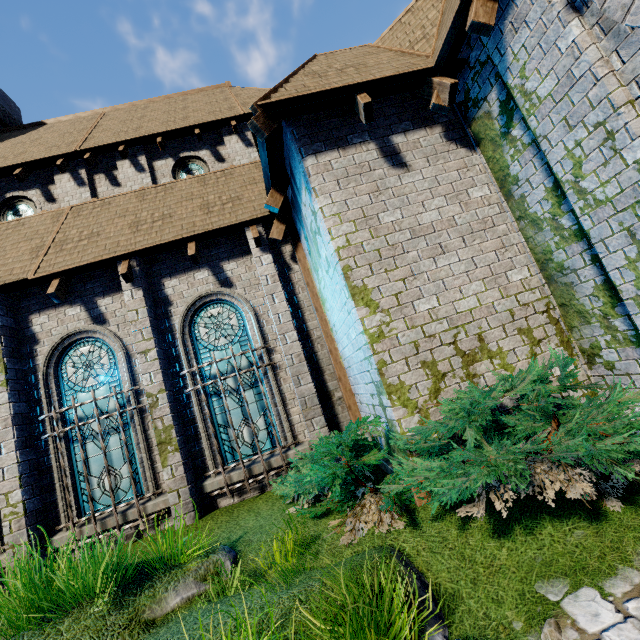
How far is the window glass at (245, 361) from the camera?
7.5 meters

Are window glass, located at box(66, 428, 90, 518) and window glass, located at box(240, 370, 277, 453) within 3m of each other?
yes

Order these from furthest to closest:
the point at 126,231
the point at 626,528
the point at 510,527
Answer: the point at 126,231, the point at 510,527, the point at 626,528

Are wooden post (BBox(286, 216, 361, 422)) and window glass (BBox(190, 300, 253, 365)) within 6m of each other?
yes

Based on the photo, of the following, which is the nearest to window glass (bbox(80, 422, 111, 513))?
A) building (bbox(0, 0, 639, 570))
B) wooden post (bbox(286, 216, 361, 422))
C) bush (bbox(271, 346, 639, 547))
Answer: building (bbox(0, 0, 639, 570))

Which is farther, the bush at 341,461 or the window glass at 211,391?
the window glass at 211,391

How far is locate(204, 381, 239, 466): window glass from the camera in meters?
7.0

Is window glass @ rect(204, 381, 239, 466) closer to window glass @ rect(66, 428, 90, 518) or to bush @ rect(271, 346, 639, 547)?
bush @ rect(271, 346, 639, 547)
